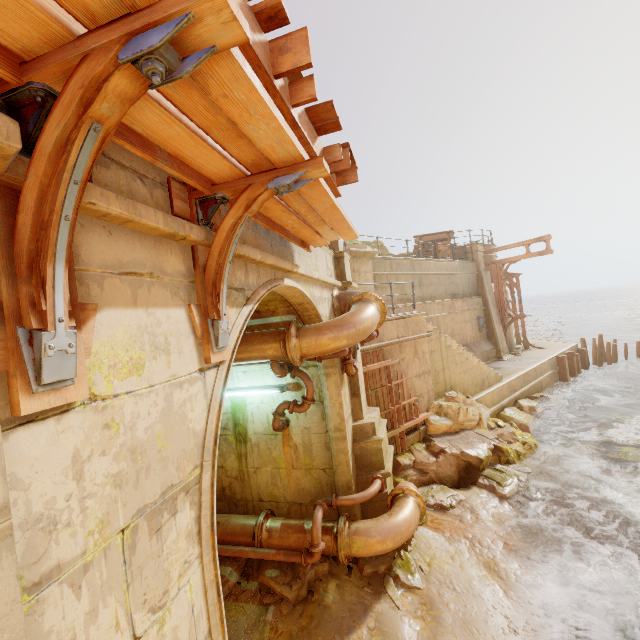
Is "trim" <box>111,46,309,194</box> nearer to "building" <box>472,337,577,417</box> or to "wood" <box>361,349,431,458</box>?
"wood" <box>361,349,431,458</box>

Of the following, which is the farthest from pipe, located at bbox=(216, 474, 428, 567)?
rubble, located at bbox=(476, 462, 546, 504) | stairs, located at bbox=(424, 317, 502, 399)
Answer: stairs, located at bbox=(424, 317, 502, 399)

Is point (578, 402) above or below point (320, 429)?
below

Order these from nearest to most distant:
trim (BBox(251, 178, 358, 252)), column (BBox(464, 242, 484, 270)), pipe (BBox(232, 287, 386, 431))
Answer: trim (BBox(251, 178, 358, 252)) → pipe (BBox(232, 287, 386, 431)) → column (BBox(464, 242, 484, 270))

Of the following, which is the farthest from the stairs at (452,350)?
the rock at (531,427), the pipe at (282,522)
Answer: the pipe at (282,522)

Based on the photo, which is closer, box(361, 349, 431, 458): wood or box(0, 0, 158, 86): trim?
box(0, 0, 158, 86): trim

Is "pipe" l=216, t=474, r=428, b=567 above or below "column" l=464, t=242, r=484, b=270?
below

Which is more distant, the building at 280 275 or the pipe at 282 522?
the pipe at 282 522
